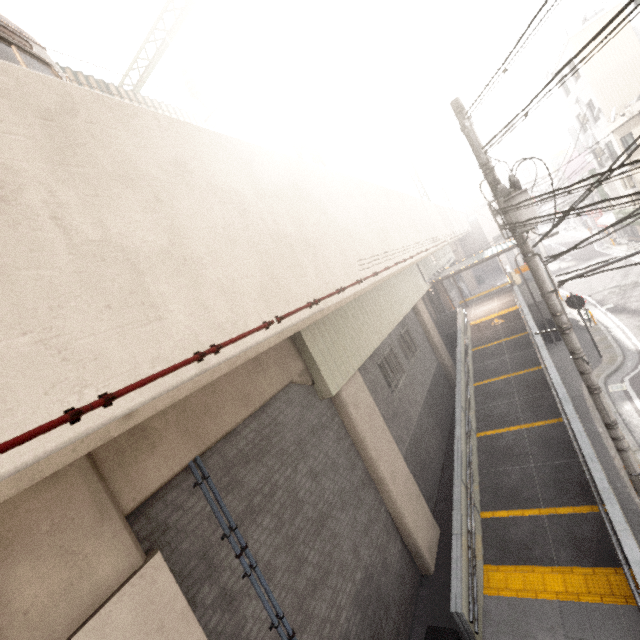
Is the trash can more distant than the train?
Yes

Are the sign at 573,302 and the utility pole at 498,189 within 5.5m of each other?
no

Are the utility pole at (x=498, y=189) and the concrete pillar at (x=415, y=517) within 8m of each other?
yes

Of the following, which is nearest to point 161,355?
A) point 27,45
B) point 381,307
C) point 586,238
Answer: point 27,45

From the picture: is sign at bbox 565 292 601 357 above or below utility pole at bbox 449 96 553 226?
below

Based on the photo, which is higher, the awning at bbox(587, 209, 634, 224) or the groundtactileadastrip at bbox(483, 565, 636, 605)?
the awning at bbox(587, 209, 634, 224)

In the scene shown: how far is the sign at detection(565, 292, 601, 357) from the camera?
13.05m

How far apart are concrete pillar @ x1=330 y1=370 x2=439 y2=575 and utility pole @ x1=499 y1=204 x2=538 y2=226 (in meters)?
4.20
